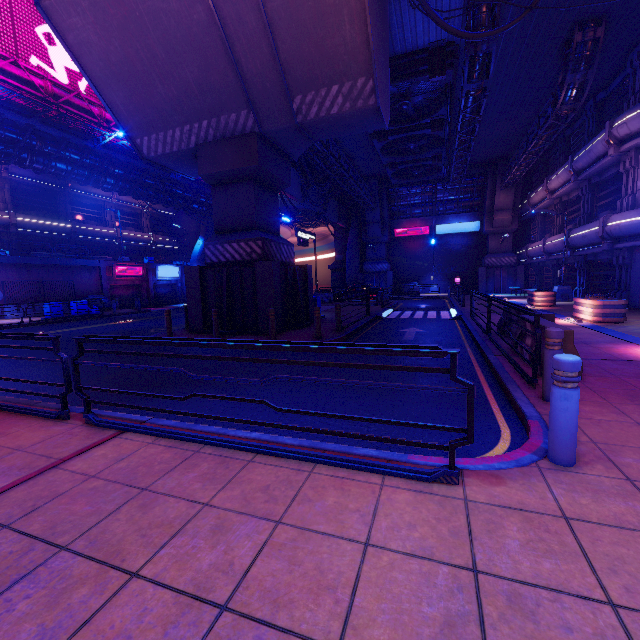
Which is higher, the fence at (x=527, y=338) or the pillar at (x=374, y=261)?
the pillar at (x=374, y=261)

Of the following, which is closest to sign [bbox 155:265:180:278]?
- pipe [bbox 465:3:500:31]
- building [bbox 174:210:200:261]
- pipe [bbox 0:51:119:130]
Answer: building [bbox 174:210:200:261]

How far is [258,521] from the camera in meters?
2.5

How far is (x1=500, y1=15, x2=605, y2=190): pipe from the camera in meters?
14.0

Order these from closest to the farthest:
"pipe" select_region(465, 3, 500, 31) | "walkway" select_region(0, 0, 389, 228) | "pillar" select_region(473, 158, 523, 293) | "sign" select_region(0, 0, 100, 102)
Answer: "walkway" select_region(0, 0, 389, 228)
"pipe" select_region(465, 3, 500, 31)
"sign" select_region(0, 0, 100, 102)
"pillar" select_region(473, 158, 523, 293)

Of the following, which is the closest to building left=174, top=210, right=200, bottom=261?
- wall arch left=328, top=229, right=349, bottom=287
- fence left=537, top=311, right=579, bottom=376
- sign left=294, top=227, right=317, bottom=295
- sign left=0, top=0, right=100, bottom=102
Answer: wall arch left=328, top=229, right=349, bottom=287

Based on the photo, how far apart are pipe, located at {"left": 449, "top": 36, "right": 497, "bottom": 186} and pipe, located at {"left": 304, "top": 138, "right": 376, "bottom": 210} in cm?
713

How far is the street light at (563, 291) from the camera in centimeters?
2102cm
